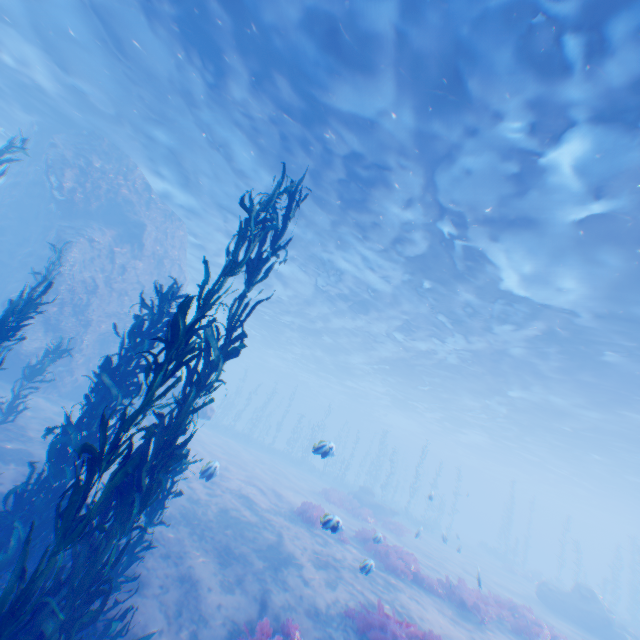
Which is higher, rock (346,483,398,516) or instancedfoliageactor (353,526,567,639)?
rock (346,483,398,516)

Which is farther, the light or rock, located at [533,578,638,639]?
rock, located at [533,578,638,639]

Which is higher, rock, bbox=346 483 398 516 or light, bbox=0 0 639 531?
light, bbox=0 0 639 531

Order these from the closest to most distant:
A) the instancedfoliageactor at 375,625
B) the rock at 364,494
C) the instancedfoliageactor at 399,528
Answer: the instancedfoliageactor at 375,625 → the instancedfoliageactor at 399,528 → the rock at 364,494

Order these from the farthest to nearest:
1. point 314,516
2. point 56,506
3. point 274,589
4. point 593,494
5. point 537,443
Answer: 1. point 593,494
2. point 537,443
3. point 314,516
4. point 274,589
5. point 56,506

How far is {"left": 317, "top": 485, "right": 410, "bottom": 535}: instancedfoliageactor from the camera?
21.1m

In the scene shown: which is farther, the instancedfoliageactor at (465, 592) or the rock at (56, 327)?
the rock at (56, 327)

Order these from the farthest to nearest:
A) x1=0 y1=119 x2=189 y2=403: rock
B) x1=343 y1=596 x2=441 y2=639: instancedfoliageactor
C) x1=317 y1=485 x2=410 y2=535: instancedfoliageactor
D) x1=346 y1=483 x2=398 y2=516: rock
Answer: x1=346 y1=483 x2=398 y2=516: rock
x1=317 y1=485 x2=410 y2=535: instancedfoliageactor
x1=0 y1=119 x2=189 y2=403: rock
x1=343 y1=596 x2=441 y2=639: instancedfoliageactor
